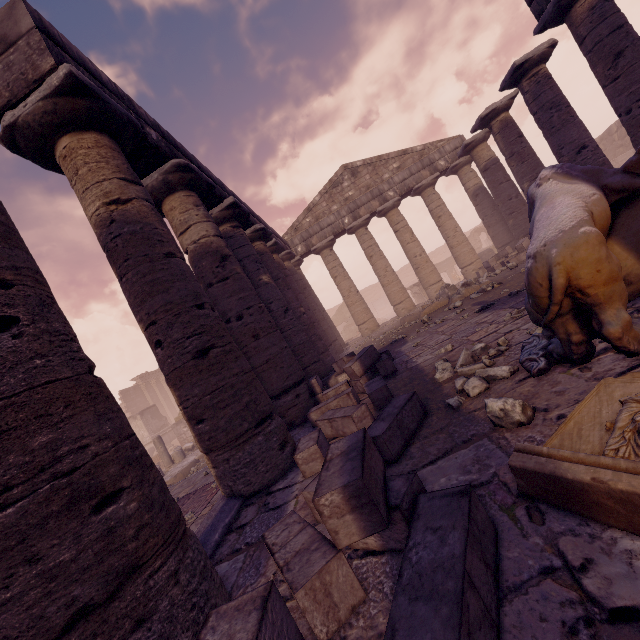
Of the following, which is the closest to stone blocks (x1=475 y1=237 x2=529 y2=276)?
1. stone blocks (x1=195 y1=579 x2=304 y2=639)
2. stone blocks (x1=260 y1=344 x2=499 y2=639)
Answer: stone blocks (x1=260 y1=344 x2=499 y2=639)

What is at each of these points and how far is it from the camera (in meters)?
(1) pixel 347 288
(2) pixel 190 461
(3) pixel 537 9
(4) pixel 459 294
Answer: (1) column, 17.02
(2) building debris, 13.09
(3) entablature, 8.19
(4) debris pile, 10.98

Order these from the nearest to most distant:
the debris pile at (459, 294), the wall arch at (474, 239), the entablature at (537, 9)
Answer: the entablature at (537, 9) → the debris pile at (459, 294) → the wall arch at (474, 239)

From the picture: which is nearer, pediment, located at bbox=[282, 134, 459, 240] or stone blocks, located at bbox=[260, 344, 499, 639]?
stone blocks, located at bbox=[260, 344, 499, 639]

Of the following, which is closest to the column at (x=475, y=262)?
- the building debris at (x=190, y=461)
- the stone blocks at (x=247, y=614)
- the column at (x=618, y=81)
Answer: the column at (x=618, y=81)

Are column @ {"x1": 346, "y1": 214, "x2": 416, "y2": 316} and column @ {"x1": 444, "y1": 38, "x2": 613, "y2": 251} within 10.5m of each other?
yes

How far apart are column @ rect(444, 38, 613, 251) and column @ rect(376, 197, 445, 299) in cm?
422

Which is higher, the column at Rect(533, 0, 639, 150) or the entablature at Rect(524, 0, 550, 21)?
the entablature at Rect(524, 0, 550, 21)
